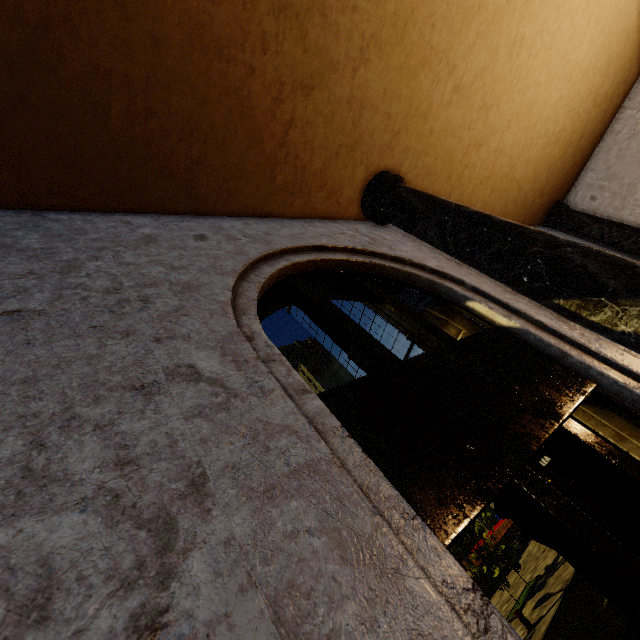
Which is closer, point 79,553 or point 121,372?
point 79,553

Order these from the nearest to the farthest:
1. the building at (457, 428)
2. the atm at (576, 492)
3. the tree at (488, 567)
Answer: the building at (457, 428)
the atm at (576, 492)
the tree at (488, 567)

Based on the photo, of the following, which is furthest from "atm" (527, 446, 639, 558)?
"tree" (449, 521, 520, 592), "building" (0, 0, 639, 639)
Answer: "tree" (449, 521, 520, 592)

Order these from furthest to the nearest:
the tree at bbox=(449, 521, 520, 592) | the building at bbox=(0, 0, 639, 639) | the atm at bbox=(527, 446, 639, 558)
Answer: the tree at bbox=(449, 521, 520, 592), the atm at bbox=(527, 446, 639, 558), the building at bbox=(0, 0, 639, 639)

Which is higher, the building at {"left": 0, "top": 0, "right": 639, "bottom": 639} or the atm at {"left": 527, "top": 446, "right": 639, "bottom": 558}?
the building at {"left": 0, "top": 0, "right": 639, "bottom": 639}

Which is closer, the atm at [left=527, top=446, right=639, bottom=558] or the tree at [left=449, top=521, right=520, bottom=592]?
the atm at [left=527, top=446, right=639, bottom=558]

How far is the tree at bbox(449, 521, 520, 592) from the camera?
13.55m

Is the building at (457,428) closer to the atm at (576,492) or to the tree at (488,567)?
the atm at (576,492)
